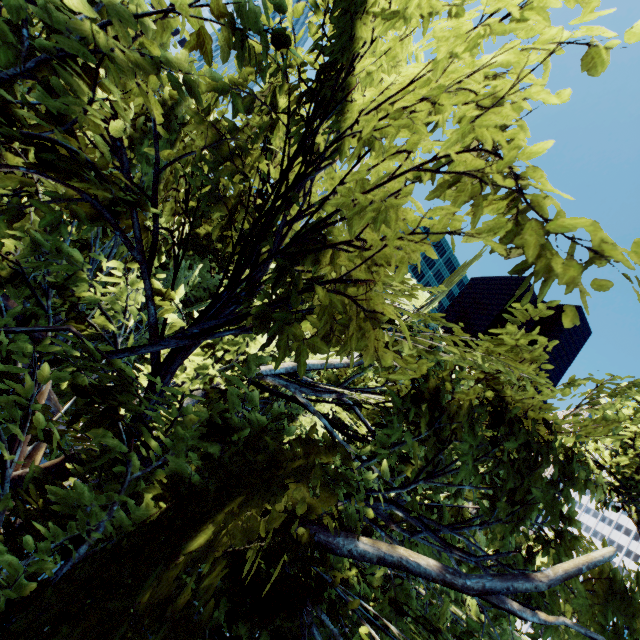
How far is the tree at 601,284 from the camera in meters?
1.6

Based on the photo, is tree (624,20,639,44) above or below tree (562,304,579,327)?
above

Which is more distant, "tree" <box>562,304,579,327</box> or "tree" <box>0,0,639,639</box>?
"tree" <box>0,0,639,639</box>

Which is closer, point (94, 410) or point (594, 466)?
point (94, 410)

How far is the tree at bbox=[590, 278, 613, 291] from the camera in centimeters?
158cm
